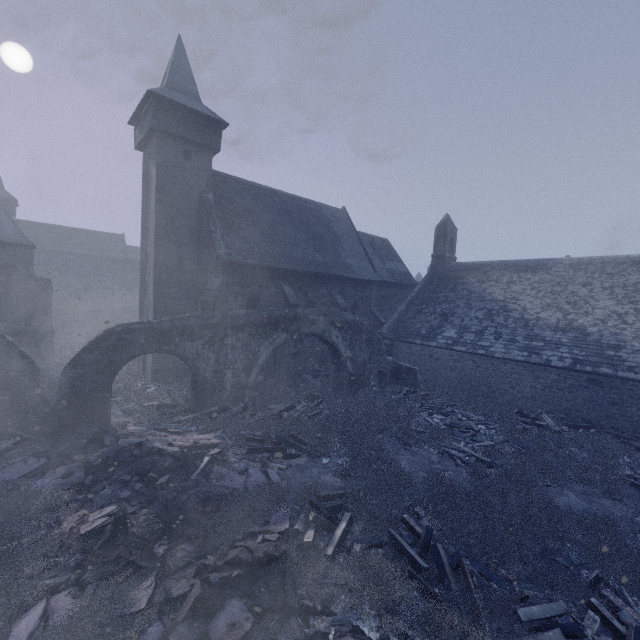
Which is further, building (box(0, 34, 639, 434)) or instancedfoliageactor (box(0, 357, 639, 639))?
building (box(0, 34, 639, 434))

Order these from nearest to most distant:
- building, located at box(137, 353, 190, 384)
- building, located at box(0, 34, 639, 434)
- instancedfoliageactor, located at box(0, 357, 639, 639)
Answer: instancedfoliageactor, located at box(0, 357, 639, 639), building, located at box(0, 34, 639, 434), building, located at box(137, 353, 190, 384)

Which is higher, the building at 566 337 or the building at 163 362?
the building at 566 337

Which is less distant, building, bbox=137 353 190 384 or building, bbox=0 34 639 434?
building, bbox=0 34 639 434

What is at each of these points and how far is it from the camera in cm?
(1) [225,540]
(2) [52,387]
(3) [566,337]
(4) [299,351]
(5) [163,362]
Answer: (1) instancedfoliageactor, 659
(2) instancedfoliageactor, 1526
(3) building, 1673
(4) building, 1931
(5) building, 1800

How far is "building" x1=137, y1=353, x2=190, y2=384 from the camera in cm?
1773

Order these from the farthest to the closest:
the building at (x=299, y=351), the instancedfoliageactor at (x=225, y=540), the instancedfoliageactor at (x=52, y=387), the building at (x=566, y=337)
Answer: the building at (x=299, y=351), the building at (x=566, y=337), the instancedfoliageactor at (x=52, y=387), the instancedfoliageactor at (x=225, y=540)
